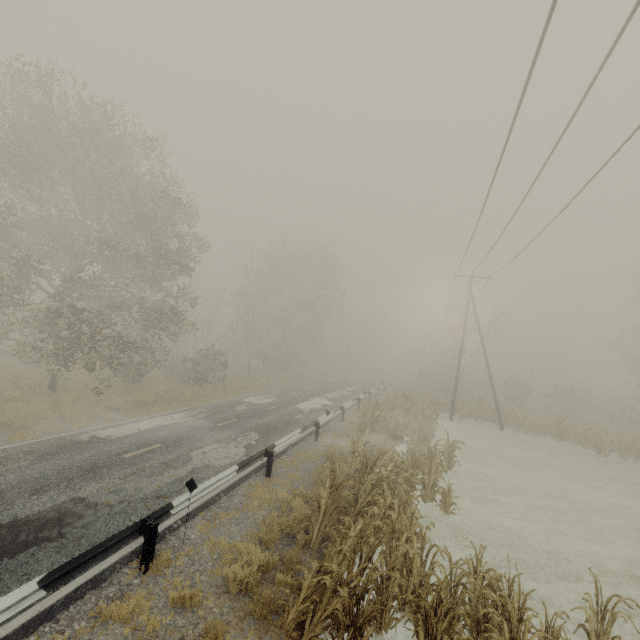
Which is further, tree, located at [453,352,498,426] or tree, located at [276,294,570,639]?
tree, located at [453,352,498,426]

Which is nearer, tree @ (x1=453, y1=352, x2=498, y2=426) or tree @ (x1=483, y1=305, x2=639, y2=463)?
tree @ (x1=483, y1=305, x2=639, y2=463)

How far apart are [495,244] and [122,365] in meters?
22.0 m

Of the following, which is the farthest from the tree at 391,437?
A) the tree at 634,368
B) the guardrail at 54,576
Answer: the tree at 634,368

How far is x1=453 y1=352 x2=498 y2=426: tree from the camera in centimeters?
2702cm

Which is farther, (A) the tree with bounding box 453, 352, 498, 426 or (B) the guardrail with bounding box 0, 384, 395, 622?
(A) the tree with bounding box 453, 352, 498, 426

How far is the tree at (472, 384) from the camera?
27.0 meters

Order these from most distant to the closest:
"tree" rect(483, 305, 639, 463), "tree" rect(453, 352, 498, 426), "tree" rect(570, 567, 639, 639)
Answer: "tree" rect(453, 352, 498, 426), "tree" rect(483, 305, 639, 463), "tree" rect(570, 567, 639, 639)
